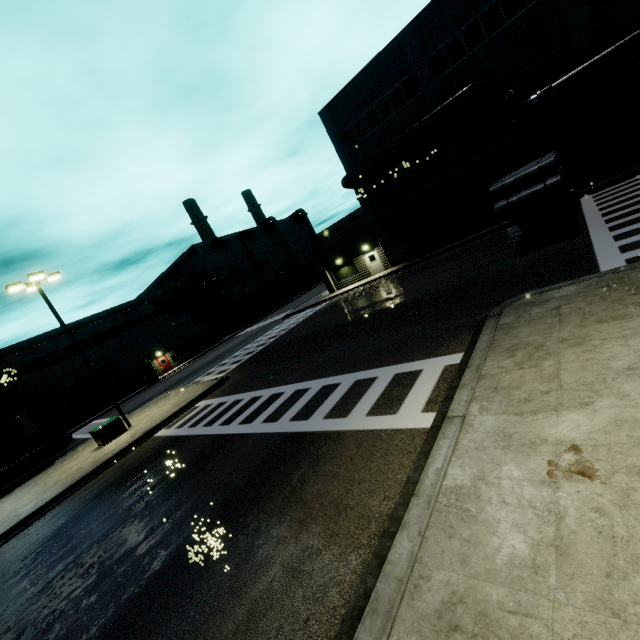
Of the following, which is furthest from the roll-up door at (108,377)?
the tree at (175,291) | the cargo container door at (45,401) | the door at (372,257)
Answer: the door at (372,257)

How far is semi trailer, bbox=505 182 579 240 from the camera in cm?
1266

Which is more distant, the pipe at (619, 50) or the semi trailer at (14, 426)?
the semi trailer at (14, 426)

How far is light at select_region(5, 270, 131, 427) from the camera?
17.1 meters

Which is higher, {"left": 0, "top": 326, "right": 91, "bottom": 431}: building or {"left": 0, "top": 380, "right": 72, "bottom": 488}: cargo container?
{"left": 0, "top": 326, "right": 91, "bottom": 431}: building

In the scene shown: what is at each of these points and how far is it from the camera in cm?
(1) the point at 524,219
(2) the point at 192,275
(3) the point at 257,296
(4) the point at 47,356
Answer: (1) semi trailer, 1459
(2) building, 5691
(3) building, 5925
(4) building, 3594

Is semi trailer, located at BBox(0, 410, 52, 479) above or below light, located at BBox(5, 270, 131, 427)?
below

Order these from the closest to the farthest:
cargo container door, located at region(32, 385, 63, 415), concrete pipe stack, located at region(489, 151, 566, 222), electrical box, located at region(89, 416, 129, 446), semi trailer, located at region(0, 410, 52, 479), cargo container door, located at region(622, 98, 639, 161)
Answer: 1. cargo container door, located at region(622, 98, 639, 161)
2. concrete pipe stack, located at region(489, 151, 566, 222)
3. electrical box, located at region(89, 416, 129, 446)
4. semi trailer, located at region(0, 410, 52, 479)
5. cargo container door, located at region(32, 385, 63, 415)
